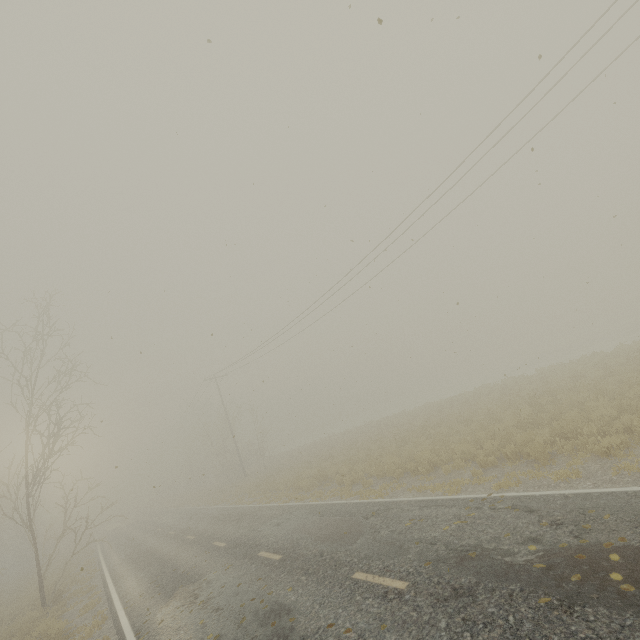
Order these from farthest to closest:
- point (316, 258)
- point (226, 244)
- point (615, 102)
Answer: point (316, 258), point (226, 244), point (615, 102)
